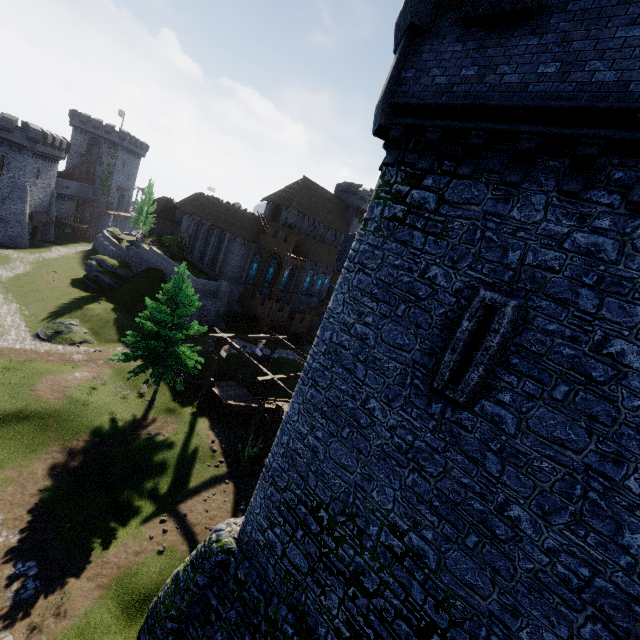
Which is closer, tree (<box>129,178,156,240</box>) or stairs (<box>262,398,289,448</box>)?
stairs (<box>262,398,289,448</box>)

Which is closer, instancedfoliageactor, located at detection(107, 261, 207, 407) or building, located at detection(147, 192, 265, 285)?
instancedfoliageactor, located at detection(107, 261, 207, 407)

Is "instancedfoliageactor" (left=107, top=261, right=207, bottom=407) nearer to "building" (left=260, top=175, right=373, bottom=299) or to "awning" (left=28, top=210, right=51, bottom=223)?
"building" (left=260, top=175, right=373, bottom=299)

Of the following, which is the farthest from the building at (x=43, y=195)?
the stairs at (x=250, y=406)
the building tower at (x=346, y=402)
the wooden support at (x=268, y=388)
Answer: the building tower at (x=346, y=402)

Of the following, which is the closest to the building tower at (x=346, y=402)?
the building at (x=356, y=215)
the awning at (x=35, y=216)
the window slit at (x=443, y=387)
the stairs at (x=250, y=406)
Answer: the window slit at (x=443, y=387)

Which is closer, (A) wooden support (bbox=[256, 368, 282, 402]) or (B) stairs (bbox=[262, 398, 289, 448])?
(A) wooden support (bbox=[256, 368, 282, 402])

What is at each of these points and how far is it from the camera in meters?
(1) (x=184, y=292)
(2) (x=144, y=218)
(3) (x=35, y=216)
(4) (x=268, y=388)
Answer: (1) instancedfoliageactor, 21.9 m
(2) tree, 48.6 m
(3) awning, 50.1 m
(4) wooden support, 20.5 m

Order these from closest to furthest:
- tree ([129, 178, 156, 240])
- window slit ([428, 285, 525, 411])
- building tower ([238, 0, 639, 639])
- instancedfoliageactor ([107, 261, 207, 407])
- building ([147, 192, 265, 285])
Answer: building tower ([238, 0, 639, 639])
window slit ([428, 285, 525, 411])
instancedfoliageactor ([107, 261, 207, 407])
building ([147, 192, 265, 285])
tree ([129, 178, 156, 240])
